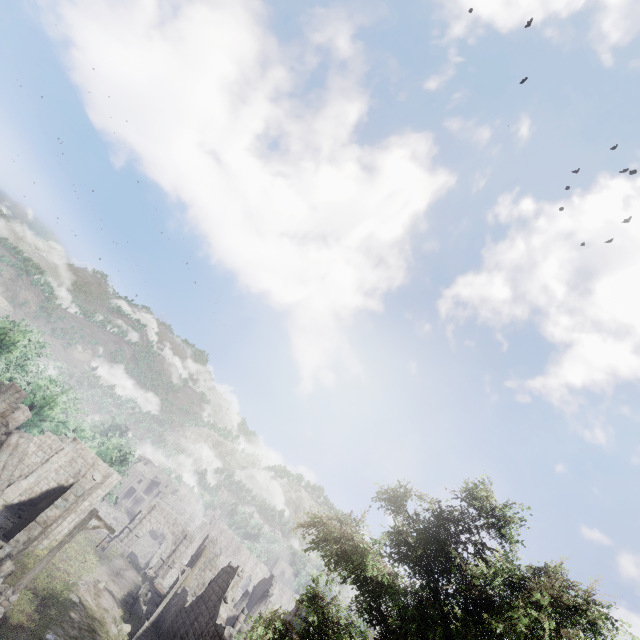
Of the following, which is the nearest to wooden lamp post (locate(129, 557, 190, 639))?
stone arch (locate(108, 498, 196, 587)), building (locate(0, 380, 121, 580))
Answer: building (locate(0, 380, 121, 580))

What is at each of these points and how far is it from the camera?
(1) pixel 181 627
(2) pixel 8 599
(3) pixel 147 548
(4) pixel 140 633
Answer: (1) building, 22.9 meters
(2) wooden lamp post, 12.9 meters
(3) bridge, 49.1 meters
(4) wooden lamp post, 21.4 meters

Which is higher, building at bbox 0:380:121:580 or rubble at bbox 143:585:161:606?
building at bbox 0:380:121:580

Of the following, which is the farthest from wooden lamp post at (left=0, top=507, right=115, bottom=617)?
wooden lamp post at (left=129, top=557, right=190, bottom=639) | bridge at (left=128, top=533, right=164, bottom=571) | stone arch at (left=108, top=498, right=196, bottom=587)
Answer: bridge at (left=128, top=533, right=164, bottom=571)

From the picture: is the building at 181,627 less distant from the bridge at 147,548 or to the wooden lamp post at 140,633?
the wooden lamp post at 140,633

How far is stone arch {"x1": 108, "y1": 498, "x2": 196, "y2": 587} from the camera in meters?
38.7

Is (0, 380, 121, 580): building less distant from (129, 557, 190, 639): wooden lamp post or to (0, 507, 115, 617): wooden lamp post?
(0, 507, 115, 617): wooden lamp post

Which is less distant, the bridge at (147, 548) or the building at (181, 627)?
the building at (181, 627)
